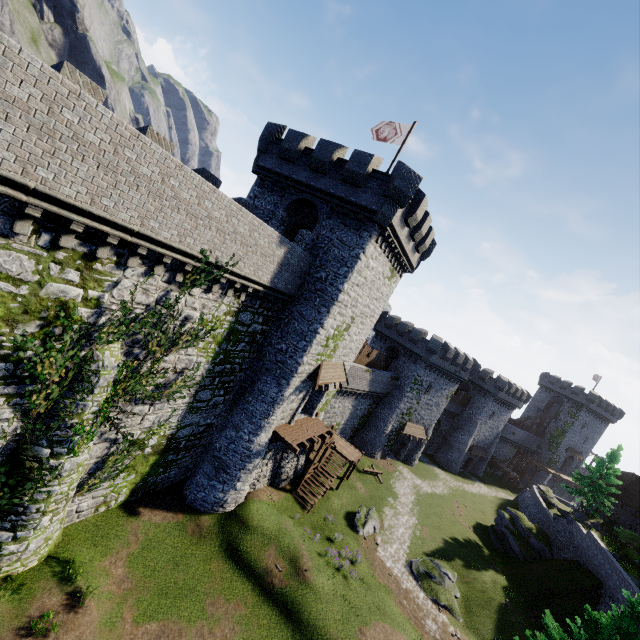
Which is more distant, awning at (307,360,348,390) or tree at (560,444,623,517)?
tree at (560,444,623,517)

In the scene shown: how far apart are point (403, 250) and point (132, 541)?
22.8m

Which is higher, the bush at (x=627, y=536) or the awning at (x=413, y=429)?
the bush at (x=627, y=536)

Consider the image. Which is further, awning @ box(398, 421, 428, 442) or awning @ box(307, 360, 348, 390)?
awning @ box(398, 421, 428, 442)

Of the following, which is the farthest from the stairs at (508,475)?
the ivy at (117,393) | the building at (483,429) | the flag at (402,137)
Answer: the ivy at (117,393)

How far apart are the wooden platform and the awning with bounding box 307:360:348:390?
3.09m

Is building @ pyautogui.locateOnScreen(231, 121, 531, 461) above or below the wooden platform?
above

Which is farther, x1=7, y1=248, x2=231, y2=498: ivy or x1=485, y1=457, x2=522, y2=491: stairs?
x1=485, y1=457, x2=522, y2=491: stairs
